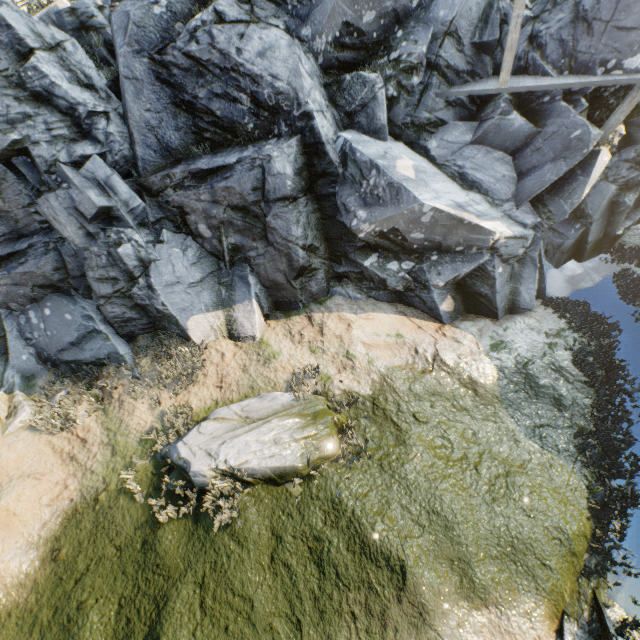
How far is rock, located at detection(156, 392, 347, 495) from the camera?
6.92m

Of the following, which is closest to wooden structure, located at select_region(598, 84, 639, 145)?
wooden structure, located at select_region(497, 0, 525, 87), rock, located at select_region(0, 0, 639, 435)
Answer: rock, located at select_region(0, 0, 639, 435)

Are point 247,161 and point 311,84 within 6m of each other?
yes

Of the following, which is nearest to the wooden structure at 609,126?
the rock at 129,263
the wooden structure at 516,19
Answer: the rock at 129,263

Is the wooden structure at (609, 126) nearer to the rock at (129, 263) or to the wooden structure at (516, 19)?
the rock at (129, 263)

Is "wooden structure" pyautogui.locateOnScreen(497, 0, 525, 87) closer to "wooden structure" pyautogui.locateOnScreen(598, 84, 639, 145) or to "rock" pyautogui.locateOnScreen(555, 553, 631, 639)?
"rock" pyautogui.locateOnScreen(555, 553, 631, 639)

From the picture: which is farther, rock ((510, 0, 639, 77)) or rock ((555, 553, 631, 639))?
rock ((510, 0, 639, 77))
